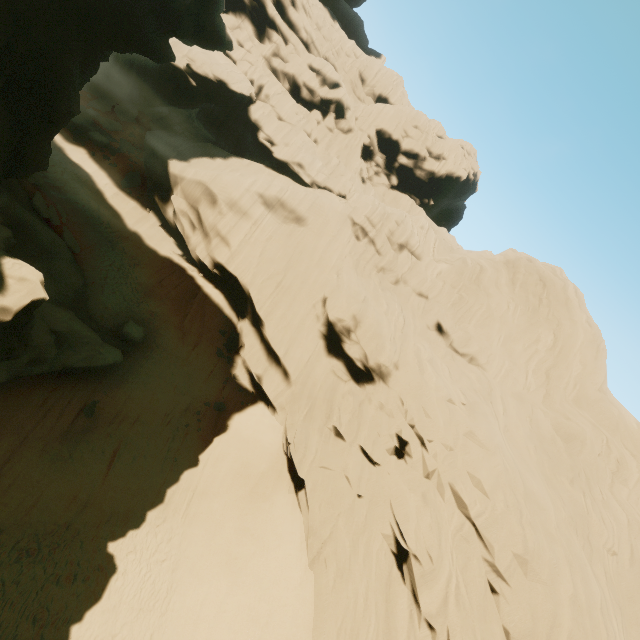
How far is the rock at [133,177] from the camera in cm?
2692

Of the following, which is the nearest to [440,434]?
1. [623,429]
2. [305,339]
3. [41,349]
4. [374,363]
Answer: [374,363]

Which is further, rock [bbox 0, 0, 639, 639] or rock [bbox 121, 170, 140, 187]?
rock [bbox 121, 170, 140, 187]

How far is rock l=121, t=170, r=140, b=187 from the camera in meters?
26.9

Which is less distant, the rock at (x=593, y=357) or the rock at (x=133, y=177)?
the rock at (x=593, y=357)
